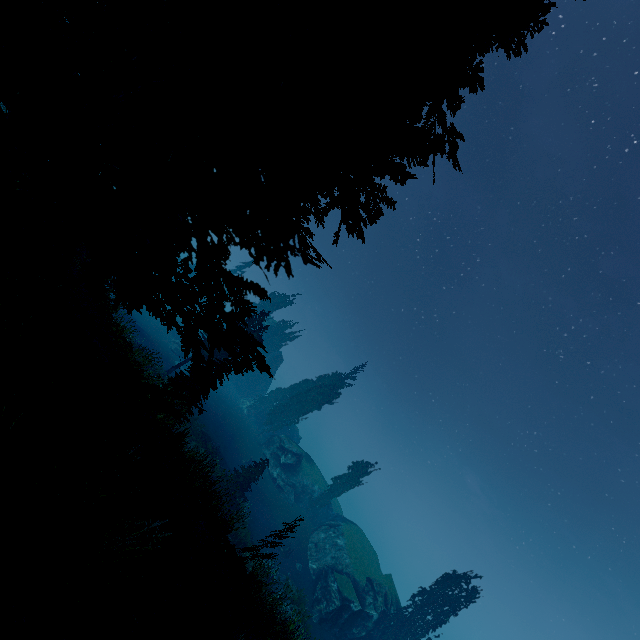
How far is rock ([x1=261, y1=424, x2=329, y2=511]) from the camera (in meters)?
42.85

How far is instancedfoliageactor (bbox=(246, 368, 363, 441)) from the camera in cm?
4879

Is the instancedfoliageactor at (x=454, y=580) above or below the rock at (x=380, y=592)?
above

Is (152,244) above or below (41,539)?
above

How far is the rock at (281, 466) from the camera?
42.85m

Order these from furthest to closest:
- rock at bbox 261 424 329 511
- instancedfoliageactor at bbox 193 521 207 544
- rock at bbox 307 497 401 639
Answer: → rock at bbox 261 424 329 511, rock at bbox 307 497 401 639, instancedfoliageactor at bbox 193 521 207 544

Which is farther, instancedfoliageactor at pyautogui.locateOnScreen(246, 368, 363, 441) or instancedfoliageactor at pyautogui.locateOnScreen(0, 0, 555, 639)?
instancedfoliageactor at pyautogui.locateOnScreen(246, 368, 363, 441)
